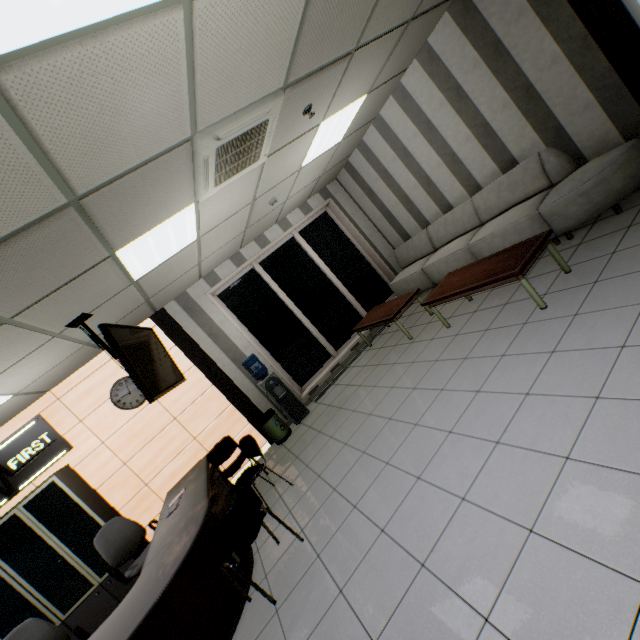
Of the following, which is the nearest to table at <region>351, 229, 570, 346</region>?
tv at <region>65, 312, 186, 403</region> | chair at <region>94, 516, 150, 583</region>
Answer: tv at <region>65, 312, 186, 403</region>

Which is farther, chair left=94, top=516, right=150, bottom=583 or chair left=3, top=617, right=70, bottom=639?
chair left=94, top=516, right=150, bottom=583

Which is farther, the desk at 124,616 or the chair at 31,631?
the chair at 31,631

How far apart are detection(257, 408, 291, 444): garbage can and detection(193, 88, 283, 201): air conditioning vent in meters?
3.8 m

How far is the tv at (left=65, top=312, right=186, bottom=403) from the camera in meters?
3.0

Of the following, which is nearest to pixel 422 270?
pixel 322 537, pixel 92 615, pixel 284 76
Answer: pixel 284 76

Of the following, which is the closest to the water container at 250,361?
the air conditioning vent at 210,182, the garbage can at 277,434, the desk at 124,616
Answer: the garbage can at 277,434

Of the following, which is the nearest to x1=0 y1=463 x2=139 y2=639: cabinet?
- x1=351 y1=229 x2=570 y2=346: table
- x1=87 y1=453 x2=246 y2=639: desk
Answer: x1=87 y1=453 x2=246 y2=639: desk
